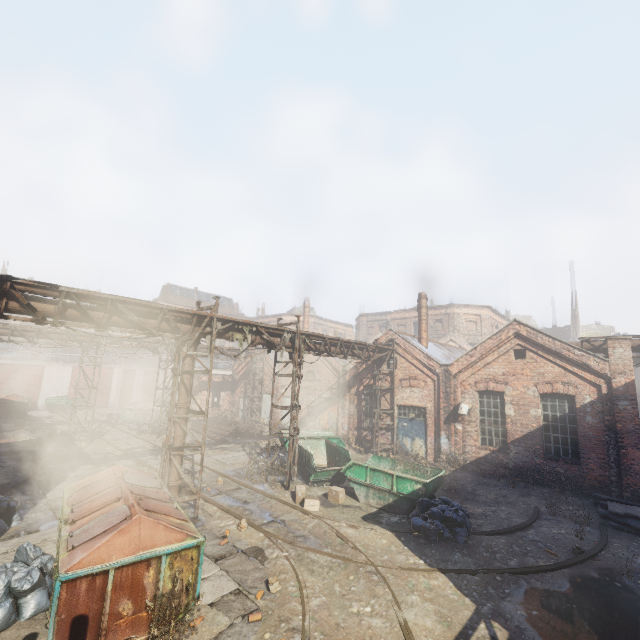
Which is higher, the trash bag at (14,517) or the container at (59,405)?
the container at (59,405)

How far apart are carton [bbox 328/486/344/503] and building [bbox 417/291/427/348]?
11.53m

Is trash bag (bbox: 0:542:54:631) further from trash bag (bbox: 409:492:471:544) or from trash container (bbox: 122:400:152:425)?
trash container (bbox: 122:400:152:425)

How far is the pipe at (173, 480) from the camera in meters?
9.8 m

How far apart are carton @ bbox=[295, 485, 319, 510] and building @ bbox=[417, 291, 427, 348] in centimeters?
1229cm

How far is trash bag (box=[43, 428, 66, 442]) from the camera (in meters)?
17.98

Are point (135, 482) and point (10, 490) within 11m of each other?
yes

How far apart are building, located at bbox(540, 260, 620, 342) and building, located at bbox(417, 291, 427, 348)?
29.92m
